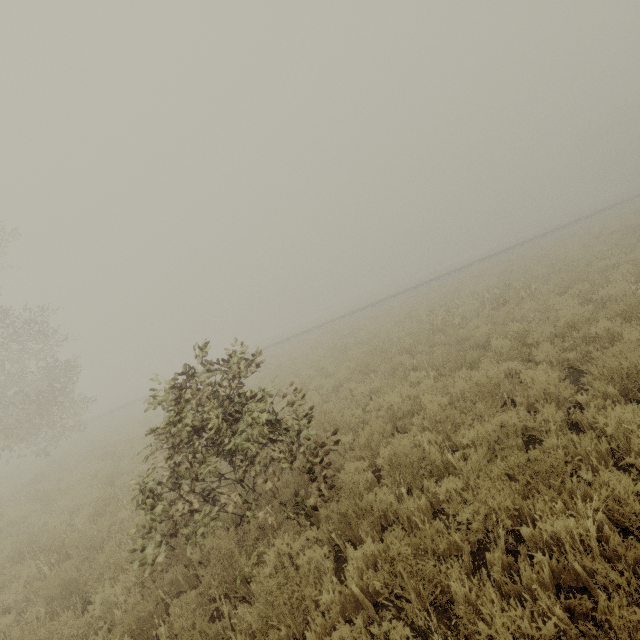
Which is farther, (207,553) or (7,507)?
(7,507)
